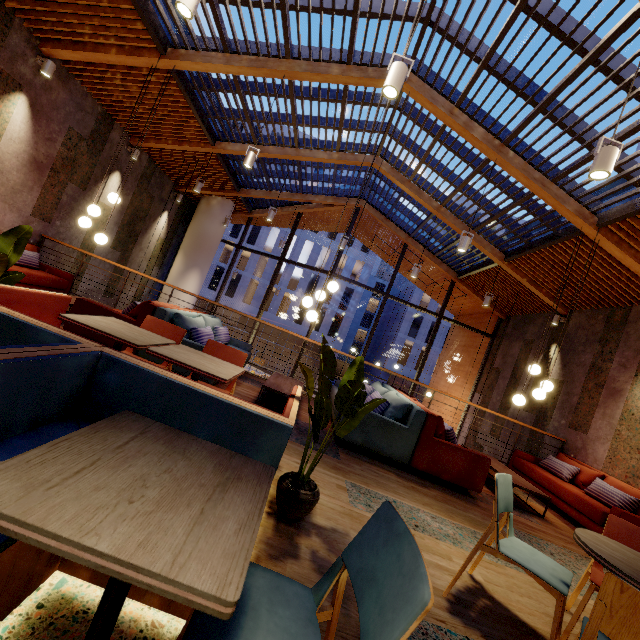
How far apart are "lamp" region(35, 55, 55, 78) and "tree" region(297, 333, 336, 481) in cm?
710

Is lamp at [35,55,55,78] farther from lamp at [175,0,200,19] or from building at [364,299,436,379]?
building at [364,299,436,379]

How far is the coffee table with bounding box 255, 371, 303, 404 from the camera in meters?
4.7 m

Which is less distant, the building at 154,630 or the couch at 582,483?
the building at 154,630

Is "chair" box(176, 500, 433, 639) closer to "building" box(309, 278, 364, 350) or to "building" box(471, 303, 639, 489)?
"building" box(471, 303, 639, 489)

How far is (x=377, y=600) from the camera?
0.9m

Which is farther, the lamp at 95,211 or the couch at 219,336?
the lamp at 95,211

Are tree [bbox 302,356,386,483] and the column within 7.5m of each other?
no
